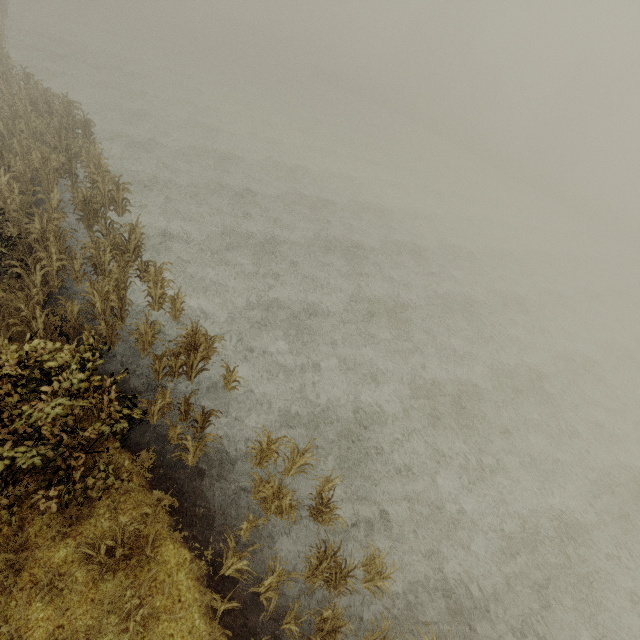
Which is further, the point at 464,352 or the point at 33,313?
the point at 464,352

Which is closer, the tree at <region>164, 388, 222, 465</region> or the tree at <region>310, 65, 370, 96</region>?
the tree at <region>164, 388, 222, 465</region>

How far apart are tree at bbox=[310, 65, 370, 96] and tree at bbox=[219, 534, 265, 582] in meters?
68.8 m

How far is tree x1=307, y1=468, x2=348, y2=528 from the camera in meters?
7.2

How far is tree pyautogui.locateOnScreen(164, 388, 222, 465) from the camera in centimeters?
720cm

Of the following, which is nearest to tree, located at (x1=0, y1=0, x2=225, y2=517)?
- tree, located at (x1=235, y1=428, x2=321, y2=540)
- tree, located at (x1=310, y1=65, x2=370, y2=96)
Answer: tree, located at (x1=235, y1=428, x2=321, y2=540)

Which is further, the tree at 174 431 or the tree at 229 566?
the tree at 174 431

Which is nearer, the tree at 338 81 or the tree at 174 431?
the tree at 174 431
